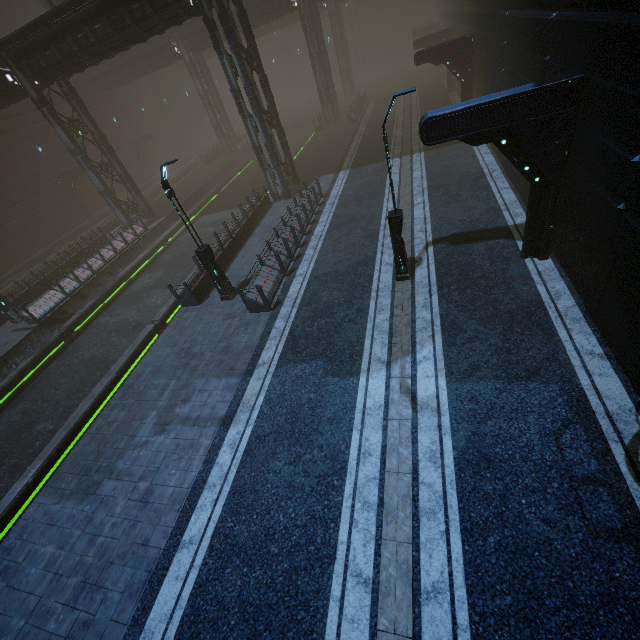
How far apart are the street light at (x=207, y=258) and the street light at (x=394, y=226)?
6.7 meters

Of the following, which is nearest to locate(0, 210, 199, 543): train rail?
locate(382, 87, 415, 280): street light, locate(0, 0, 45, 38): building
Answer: locate(382, 87, 415, 280): street light

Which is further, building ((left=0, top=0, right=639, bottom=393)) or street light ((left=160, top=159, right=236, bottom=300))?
street light ((left=160, top=159, right=236, bottom=300))

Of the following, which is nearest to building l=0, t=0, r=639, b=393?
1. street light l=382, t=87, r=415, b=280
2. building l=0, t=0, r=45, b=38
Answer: street light l=382, t=87, r=415, b=280

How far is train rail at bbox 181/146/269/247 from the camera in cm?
2479

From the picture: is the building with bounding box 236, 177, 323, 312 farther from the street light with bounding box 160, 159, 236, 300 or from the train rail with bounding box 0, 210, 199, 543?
the street light with bounding box 160, 159, 236, 300

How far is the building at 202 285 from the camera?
14.1m

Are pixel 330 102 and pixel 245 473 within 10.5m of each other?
no
